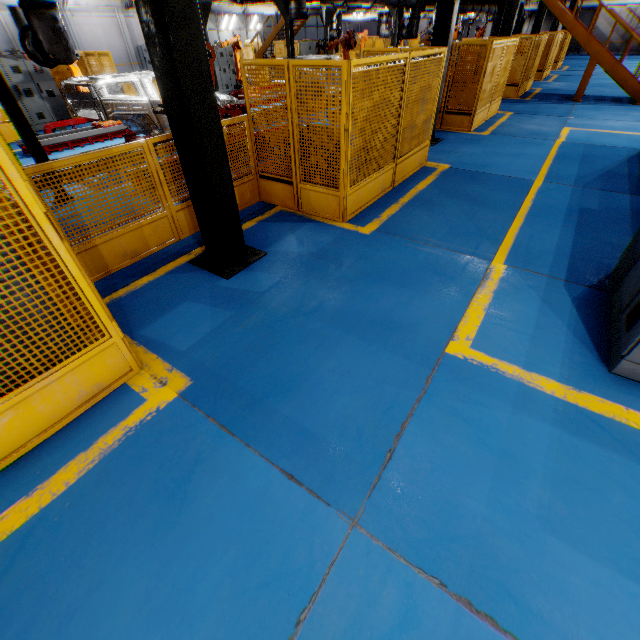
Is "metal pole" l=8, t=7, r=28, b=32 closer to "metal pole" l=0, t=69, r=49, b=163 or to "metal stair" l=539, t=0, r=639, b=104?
"metal pole" l=0, t=69, r=49, b=163

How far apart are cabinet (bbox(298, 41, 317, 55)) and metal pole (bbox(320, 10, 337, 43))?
6.0 meters

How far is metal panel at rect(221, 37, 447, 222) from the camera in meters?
4.7 m

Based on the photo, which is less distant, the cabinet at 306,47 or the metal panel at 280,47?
the metal panel at 280,47

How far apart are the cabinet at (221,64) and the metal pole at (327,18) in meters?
5.0

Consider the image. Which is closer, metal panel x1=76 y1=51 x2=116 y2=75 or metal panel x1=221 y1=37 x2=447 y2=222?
metal panel x1=221 y1=37 x2=447 y2=222

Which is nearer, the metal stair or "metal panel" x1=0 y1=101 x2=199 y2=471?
"metal panel" x1=0 y1=101 x2=199 y2=471

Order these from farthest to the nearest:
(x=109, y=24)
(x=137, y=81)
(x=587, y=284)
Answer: (x=109, y=24) → (x=137, y=81) → (x=587, y=284)
